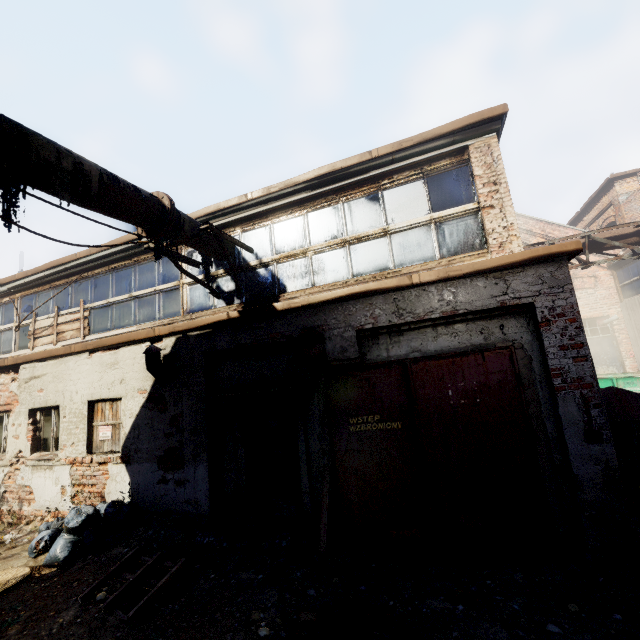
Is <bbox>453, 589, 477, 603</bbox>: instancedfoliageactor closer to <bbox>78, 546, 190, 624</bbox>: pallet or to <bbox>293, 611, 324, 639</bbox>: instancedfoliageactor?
<bbox>293, 611, 324, 639</bbox>: instancedfoliageactor

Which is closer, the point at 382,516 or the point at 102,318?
the point at 382,516

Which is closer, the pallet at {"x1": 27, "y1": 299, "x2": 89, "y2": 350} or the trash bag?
the trash bag

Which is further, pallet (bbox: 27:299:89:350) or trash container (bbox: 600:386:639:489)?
pallet (bbox: 27:299:89:350)

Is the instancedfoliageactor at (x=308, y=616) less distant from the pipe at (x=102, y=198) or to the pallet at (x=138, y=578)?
the pallet at (x=138, y=578)

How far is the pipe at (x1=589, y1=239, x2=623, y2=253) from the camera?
9.95m

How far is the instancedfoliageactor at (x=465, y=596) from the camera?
3.5m

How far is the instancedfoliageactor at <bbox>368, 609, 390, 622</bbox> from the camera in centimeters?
336cm
